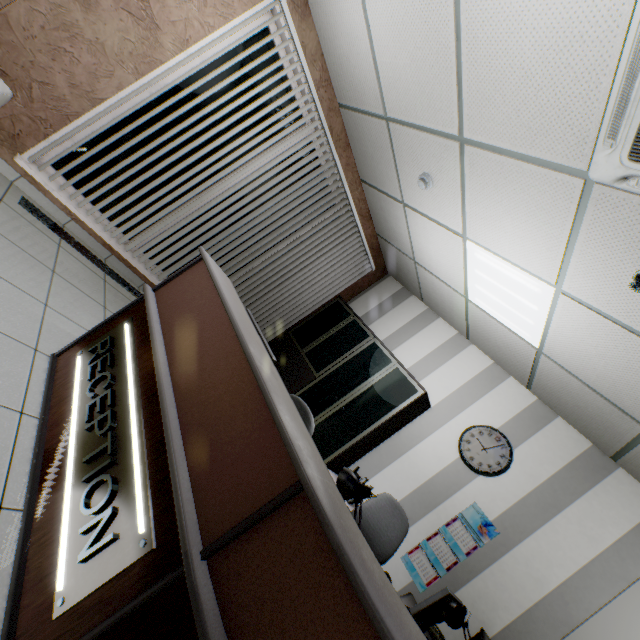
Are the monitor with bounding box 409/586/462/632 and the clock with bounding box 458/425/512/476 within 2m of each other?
yes

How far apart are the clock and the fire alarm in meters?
2.9

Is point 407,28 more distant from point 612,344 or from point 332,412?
point 332,412

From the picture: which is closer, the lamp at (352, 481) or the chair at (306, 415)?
the lamp at (352, 481)

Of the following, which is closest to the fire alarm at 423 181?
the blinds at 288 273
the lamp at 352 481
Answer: the blinds at 288 273

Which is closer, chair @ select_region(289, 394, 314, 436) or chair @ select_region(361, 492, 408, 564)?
chair @ select_region(289, 394, 314, 436)

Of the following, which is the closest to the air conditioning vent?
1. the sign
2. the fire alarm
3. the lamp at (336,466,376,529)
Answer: the fire alarm

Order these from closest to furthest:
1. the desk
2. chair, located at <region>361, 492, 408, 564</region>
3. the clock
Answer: the desk → chair, located at <region>361, 492, 408, 564</region> → the clock
